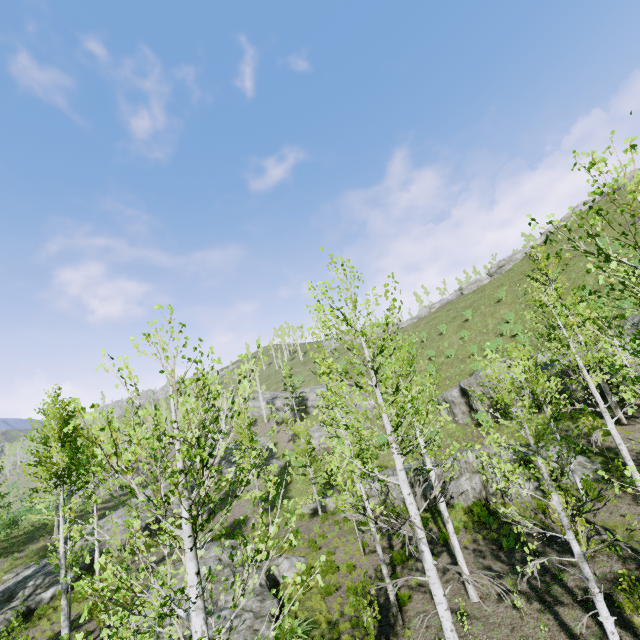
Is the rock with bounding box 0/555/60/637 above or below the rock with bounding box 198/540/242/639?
above

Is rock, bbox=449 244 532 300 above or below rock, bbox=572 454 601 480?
above

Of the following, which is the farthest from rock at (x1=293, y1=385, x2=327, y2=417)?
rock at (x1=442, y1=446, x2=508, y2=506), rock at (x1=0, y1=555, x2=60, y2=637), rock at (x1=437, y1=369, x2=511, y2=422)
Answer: rock at (x1=0, y1=555, x2=60, y2=637)

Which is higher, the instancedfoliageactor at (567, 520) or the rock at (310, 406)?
the rock at (310, 406)

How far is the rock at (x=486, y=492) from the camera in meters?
17.4 m

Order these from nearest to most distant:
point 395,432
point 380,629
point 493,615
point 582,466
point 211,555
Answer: point 395,432 → point 493,615 → point 380,629 → point 582,466 → point 211,555

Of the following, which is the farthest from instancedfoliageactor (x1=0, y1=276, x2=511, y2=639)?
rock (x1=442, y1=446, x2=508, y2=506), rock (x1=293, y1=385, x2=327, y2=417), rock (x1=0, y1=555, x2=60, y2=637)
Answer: rock (x1=293, y1=385, x2=327, y2=417)

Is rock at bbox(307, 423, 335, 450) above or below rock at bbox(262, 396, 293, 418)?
below
